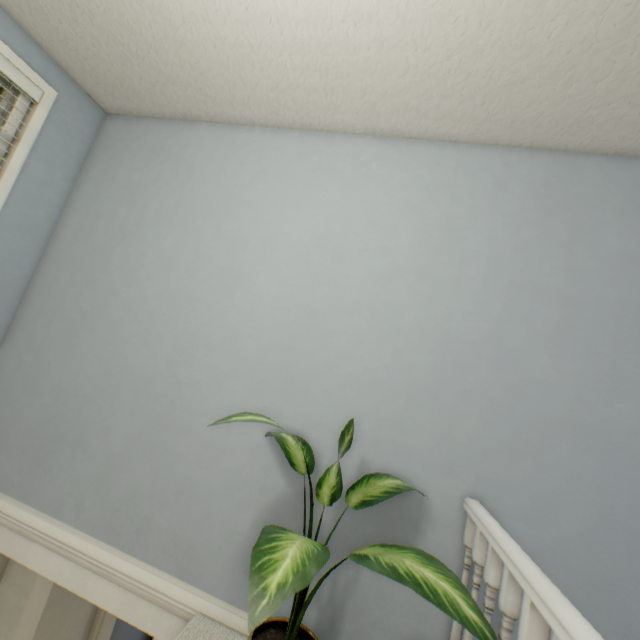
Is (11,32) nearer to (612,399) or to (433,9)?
(433,9)

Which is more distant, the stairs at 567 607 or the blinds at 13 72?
the blinds at 13 72

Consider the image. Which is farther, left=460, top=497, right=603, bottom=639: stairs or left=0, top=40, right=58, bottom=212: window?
left=0, top=40, right=58, bottom=212: window

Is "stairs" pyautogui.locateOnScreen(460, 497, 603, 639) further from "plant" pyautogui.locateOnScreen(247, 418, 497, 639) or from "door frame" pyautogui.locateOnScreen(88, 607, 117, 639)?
"door frame" pyautogui.locateOnScreen(88, 607, 117, 639)

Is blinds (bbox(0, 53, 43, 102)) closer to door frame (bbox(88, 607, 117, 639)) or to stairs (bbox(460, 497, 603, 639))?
stairs (bbox(460, 497, 603, 639))

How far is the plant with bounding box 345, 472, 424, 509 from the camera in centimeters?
117cm

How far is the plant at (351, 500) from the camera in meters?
1.2 m

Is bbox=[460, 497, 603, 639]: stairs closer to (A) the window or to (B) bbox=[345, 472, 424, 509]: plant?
(B) bbox=[345, 472, 424, 509]: plant
